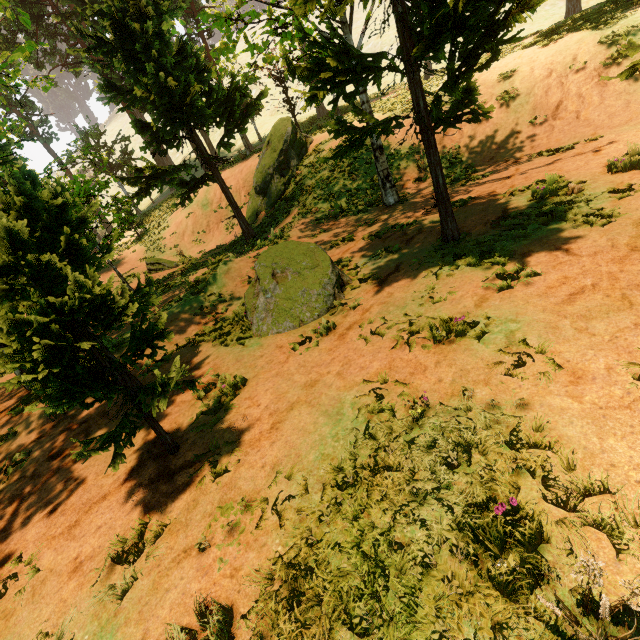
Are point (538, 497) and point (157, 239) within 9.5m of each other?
no

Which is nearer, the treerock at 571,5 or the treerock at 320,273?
the treerock at 320,273

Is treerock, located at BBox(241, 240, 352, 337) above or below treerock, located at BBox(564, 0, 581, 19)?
below

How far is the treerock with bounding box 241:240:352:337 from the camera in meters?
7.2 m

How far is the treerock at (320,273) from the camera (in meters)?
7.23

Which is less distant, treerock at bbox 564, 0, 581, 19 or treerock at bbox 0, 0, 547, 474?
treerock at bbox 0, 0, 547, 474
